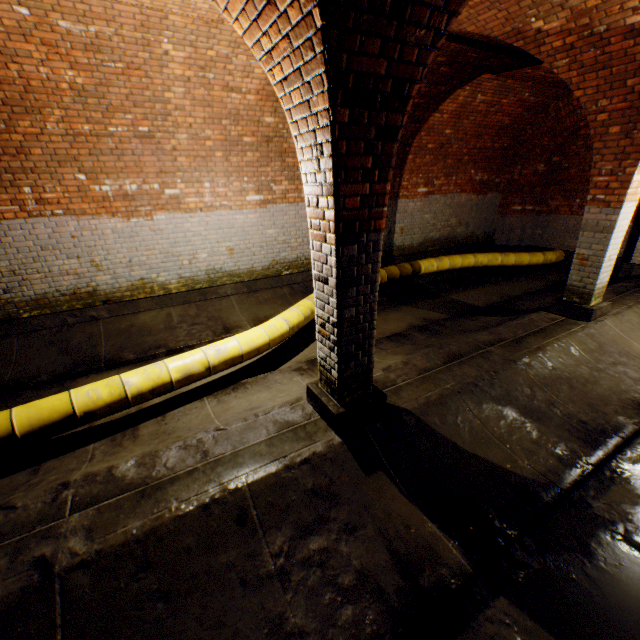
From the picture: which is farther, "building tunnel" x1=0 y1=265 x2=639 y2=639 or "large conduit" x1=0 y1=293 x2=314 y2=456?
"large conduit" x1=0 y1=293 x2=314 y2=456

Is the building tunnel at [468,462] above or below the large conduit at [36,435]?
below

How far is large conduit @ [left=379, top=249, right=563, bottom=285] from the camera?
8.23m

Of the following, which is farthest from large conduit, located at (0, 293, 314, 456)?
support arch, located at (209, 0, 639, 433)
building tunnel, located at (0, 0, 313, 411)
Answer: support arch, located at (209, 0, 639, 433)

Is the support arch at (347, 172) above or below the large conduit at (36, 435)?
above

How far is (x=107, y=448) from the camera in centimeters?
345cm

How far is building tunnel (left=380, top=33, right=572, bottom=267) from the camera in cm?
Result: 634

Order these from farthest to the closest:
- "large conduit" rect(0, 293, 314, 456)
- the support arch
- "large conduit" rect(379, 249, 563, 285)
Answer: "large conduit" rect(379, 249, 563, 285)
"large conduit" rect(0, 293, 314, 456)
the support arch
